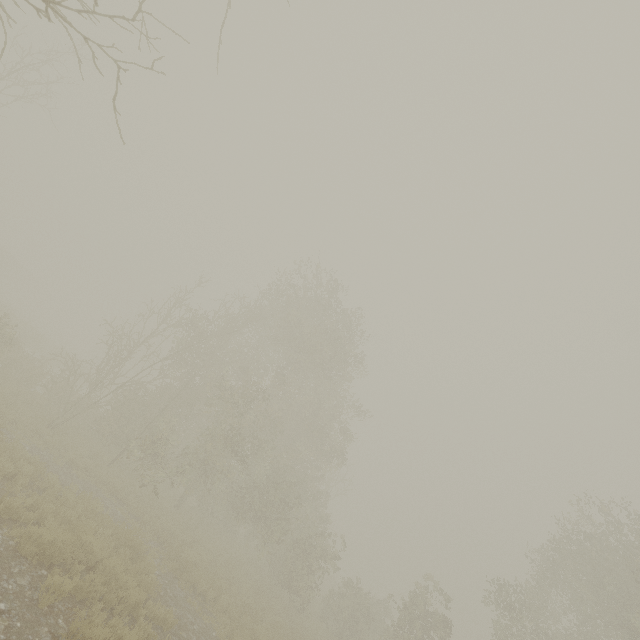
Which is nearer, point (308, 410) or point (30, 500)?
point (30, 500)

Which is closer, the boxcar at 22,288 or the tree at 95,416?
the tree at 95,416

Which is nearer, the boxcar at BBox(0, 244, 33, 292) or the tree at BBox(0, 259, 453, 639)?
the tree at BBox(0, 259, 453, 639)
